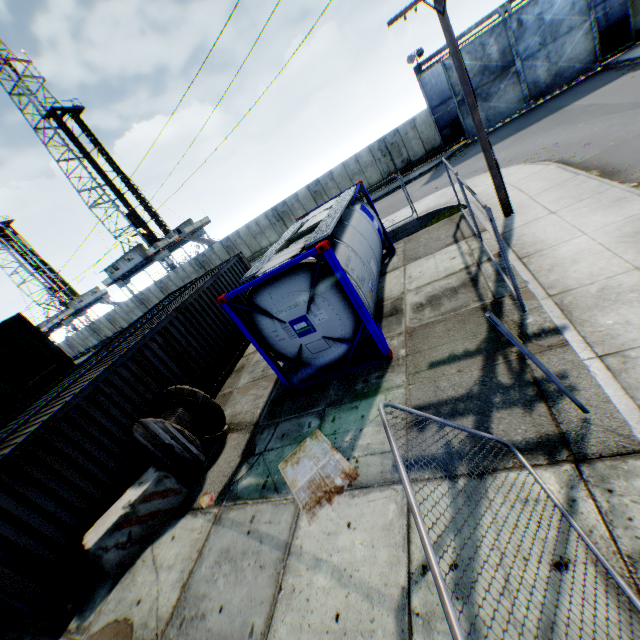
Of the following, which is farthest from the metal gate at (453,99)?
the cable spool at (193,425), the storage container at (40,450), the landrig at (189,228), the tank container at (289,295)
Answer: the landrig at (189,228)

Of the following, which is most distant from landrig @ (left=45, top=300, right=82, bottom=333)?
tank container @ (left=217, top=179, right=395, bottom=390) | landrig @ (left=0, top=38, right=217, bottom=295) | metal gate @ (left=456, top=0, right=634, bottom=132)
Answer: metal gate @ (left=456, top=0, right=634, bottom=132)

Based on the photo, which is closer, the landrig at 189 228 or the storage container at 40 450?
the storage container at 40 450

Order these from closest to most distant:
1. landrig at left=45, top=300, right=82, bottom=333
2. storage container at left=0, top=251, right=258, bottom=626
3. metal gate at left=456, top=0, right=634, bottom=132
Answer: storage container at left=0, top=251, right=258, bottom=626 < metal gate at left=456, top=0, right=634, bottom=132 < landrig at left=45, top=300, right=82, bottom=333

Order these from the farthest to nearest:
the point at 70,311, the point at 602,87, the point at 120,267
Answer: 1. the point at 70,311
2. the point at 120,267
3. the point at 602,87

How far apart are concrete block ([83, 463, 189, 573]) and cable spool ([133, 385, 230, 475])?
0.2m

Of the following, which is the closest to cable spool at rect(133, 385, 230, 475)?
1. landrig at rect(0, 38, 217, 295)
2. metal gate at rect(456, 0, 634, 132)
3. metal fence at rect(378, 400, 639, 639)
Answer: metal fence at rect(378, 400, 639, 639)

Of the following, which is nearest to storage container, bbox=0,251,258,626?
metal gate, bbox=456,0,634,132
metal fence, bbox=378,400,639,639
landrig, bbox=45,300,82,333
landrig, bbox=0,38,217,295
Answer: metal fence, bbox=378,400,639,639
